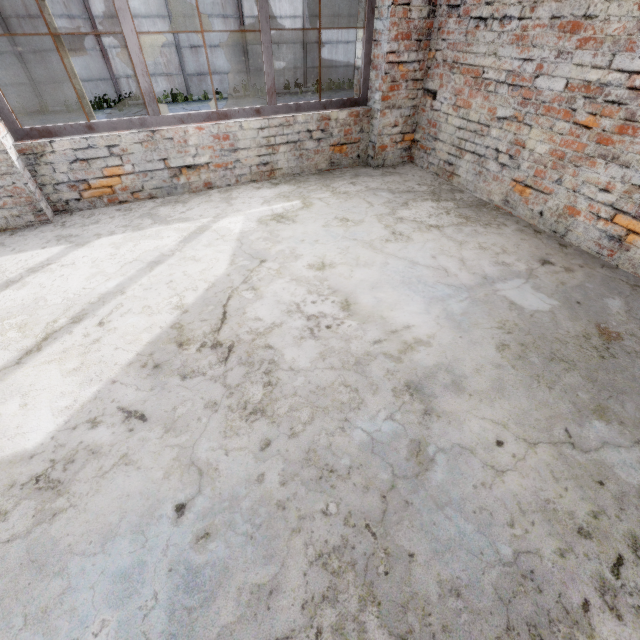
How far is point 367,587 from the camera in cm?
120
